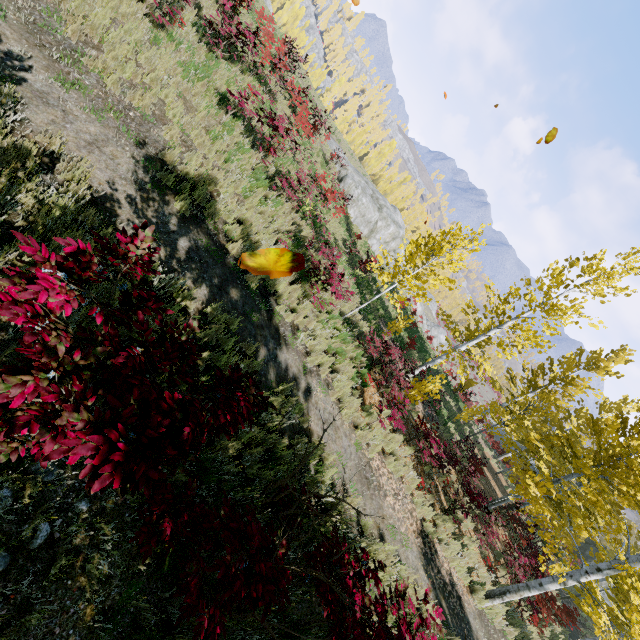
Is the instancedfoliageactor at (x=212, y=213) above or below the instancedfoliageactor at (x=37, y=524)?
above

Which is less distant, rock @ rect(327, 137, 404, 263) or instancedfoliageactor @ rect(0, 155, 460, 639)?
instancedfoliageactor @ rect(0, 155, 460, 639)

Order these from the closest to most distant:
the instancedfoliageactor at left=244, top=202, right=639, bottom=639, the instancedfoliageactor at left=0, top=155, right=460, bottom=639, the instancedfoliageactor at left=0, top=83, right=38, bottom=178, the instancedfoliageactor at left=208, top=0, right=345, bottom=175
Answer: the instancedfoliageactor at left=0, top=155, right=460, bottom=639 < the instancedfoliageactor at left=0, top=83, right=38, bottom=178 < the instancedfoliageactor at left=244, top=202, right=639, bottom=639 < the instancedfoliageactor at left=208, top=0, right=345, bottom=175

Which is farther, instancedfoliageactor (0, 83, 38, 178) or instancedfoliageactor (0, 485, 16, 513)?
→ instancedfoliageactor (0, 83, 38, 178)

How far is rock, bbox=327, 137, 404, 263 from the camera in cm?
2641

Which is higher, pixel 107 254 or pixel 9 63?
pixel 107 254

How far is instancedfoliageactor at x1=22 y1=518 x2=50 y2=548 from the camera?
2.4m

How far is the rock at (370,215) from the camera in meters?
26.4 m
